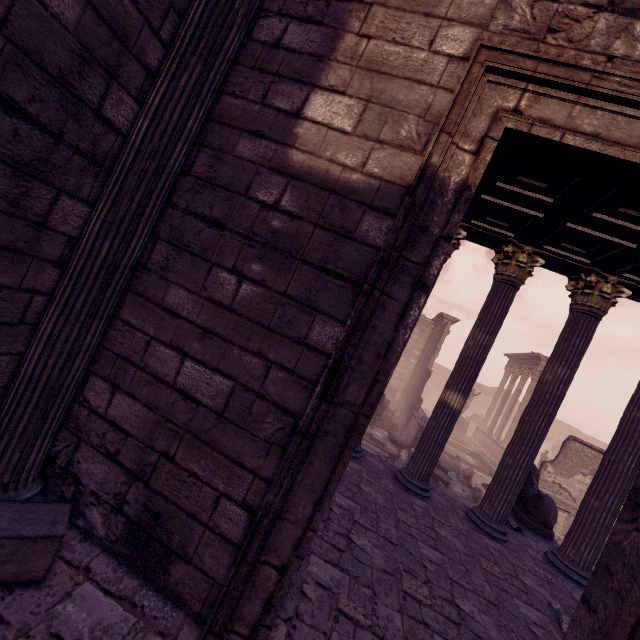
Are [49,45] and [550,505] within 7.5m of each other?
no

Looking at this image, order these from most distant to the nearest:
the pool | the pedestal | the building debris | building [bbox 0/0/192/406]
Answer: the pedestal
the pool
the building debris
building [bbox 0/0/192/406]

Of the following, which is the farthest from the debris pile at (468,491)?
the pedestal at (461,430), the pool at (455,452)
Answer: the pedestal at (461,430)

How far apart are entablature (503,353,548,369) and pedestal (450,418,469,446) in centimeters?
564cm

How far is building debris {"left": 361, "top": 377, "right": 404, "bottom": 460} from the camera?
12.8m

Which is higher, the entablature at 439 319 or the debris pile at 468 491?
the entablature at 439 319

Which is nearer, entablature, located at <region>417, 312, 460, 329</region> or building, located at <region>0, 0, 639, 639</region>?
building, located at <region>0, 0, 639, 639</region>

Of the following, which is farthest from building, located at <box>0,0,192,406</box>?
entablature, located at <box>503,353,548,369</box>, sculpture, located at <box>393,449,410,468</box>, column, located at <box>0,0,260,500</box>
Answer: entablature, located at <box>503,353,548,369</box>
